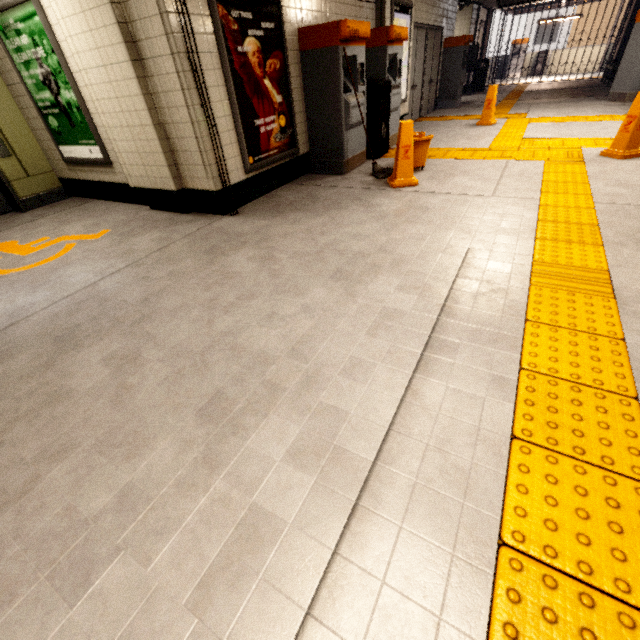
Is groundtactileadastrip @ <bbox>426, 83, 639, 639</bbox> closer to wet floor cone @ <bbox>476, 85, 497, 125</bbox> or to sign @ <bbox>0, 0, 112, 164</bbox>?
wet floor cone @ <bbox>476, 85, 497, 125</bbox>

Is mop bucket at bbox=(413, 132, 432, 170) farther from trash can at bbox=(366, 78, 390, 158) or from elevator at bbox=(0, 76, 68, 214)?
elevator at bbox=(0, 76, 68, 214)

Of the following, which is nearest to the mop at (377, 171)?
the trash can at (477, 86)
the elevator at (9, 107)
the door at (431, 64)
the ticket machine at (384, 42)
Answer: the ticket machine at (384, 42)

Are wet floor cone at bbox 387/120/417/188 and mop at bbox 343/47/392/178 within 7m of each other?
yes

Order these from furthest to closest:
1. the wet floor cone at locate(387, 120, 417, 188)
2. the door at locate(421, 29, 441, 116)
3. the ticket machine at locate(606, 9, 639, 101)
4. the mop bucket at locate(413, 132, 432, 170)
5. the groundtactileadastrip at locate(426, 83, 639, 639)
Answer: the door at locate(421, 29, 441, 116)
the ticket machine at locate(606, 9, 639, 101)
the mop bucket at locate(413, 132, 432, 170)
the wet floor cone at locate(387, 120, 417, 188)
the groundtactileadastrip at locate(426, 83, 639, 639)

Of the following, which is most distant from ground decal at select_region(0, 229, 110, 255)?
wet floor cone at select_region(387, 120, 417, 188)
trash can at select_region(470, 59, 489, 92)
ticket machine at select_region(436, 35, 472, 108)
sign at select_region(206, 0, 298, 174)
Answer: trash can at select_region(470, 59, 489, 92)

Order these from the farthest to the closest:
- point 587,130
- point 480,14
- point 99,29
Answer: point 480,14, point 587,130, point 99,29

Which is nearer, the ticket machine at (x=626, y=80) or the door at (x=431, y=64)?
the ticket machine at (x=626, y=80)
